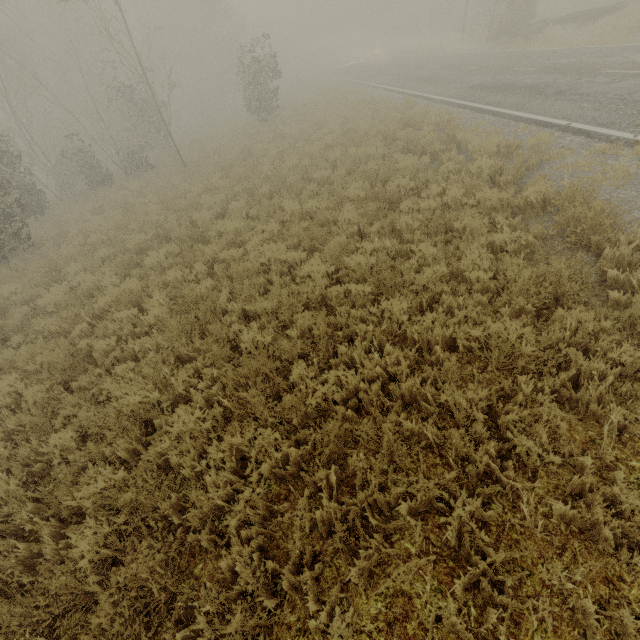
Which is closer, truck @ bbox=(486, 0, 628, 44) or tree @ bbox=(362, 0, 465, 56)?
truck @ bbox=(486, 0, 628, 44)

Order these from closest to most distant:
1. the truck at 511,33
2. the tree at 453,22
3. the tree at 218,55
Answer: the tree at 218,55 → the truck at 511,33 → the tree at 453,22

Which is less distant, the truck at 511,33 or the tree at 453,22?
the truck at 511,33

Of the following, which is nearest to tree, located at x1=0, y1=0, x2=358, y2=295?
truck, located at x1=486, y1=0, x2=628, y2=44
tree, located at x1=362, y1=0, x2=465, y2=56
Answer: truck, located at x1=486, y1=0, x2=628, y2=44

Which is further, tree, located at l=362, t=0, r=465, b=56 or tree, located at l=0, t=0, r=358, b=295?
tree, located at l=362, t=0, r=465, b=56

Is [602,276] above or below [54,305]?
below

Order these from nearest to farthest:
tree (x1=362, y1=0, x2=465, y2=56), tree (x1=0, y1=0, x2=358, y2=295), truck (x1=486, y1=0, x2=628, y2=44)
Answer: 1. tree (x1=0, y1=0, x2=358, y2=295)
2. truck (x1=486, y1=0, x2=628, y2=44)
3. tree (x1=362, y1=0, x2=465, y2=56)
